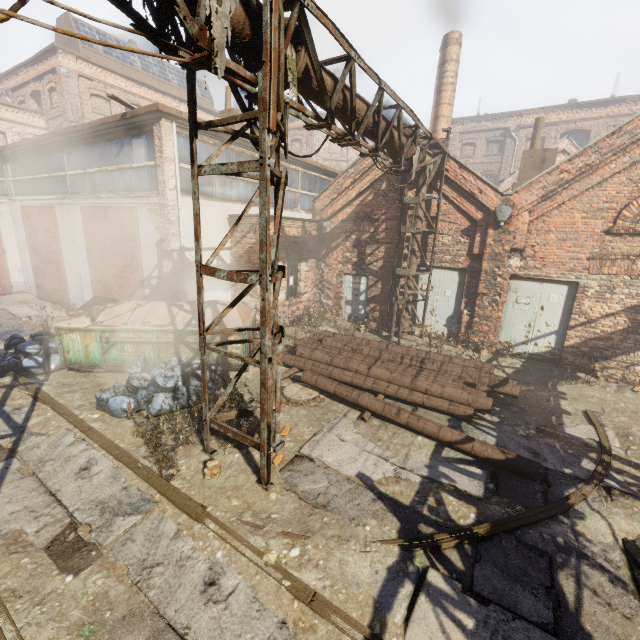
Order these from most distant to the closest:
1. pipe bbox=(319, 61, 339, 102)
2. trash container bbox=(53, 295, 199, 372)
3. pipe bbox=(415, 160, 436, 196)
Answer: pipe bbox=(415, 160, 436, 196)
trash container bbox=(53, 295, 199, 372)
pipe bbox=(319, 61, 339, 102)

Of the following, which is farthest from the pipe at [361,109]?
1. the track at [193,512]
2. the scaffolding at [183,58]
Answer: A: the track at [193,512]

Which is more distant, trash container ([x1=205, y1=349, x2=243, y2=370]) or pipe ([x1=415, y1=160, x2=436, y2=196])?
pipe ([x1=415, y1=160, x2=436, y2=196])

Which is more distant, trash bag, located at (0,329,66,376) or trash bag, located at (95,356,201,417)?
trash bag, located at (0,329,66,376)

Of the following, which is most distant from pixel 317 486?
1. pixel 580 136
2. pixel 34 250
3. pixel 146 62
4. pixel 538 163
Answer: pixel 146 62

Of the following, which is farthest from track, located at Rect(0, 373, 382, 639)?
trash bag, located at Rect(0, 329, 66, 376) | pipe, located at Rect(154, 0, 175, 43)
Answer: pipe, located at Rect(154, 0, 175, 43)

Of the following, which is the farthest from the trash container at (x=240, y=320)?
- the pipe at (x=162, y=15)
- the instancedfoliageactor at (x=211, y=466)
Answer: the pipe at (x=162, y=15)

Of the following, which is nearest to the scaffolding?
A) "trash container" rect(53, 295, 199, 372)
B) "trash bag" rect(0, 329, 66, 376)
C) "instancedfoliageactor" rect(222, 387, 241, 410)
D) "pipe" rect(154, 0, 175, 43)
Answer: "pipe" rect(154, 0, 175, 43)
